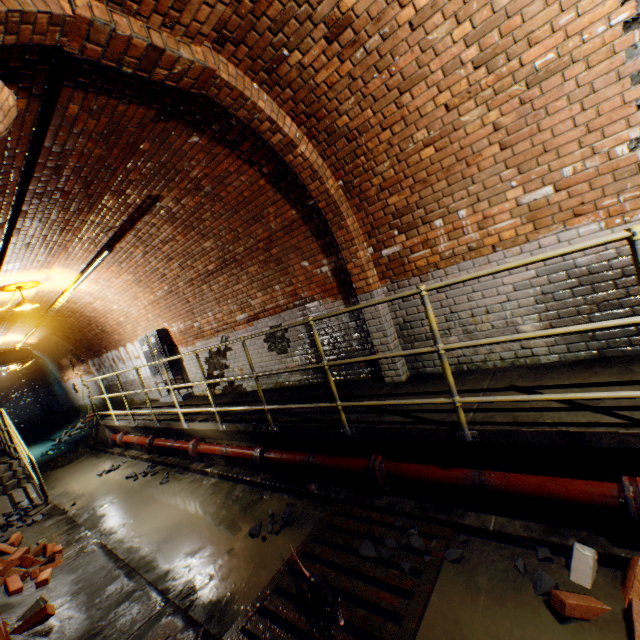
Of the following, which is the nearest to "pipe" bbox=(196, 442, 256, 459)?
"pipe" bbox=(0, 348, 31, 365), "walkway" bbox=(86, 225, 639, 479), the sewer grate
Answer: "walkway" bbox=(86, 225, 639, 479)

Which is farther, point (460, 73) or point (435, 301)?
point (435, 301)

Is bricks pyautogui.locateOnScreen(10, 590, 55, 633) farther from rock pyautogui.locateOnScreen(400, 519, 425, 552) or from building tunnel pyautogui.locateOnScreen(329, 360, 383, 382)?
rock pyautogui.locateOnScreen(400, 519, 425, 552)

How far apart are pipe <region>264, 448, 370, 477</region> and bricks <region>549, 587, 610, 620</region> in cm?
171

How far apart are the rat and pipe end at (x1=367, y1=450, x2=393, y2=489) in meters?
1.0 m

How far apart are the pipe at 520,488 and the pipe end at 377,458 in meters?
0.0 m

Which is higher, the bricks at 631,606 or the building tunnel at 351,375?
the building tunnel at 351,375

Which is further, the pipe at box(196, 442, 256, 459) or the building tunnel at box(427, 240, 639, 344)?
the pipe at box(196, 442, 256, 459)
